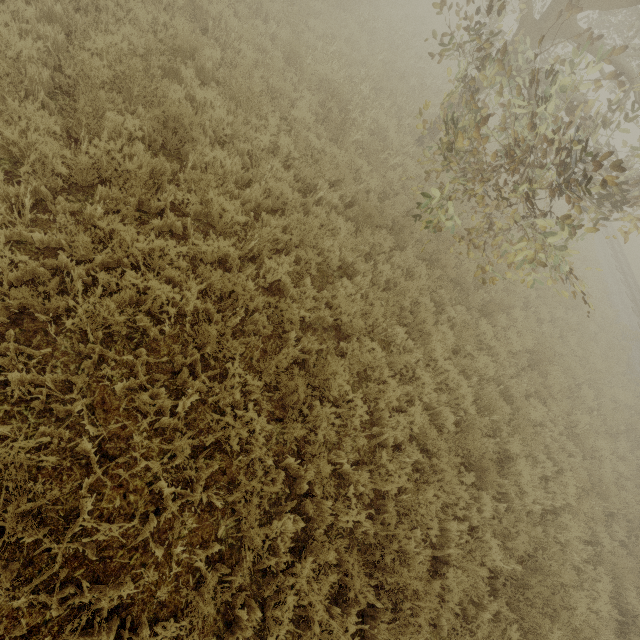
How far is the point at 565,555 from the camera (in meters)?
6.25
